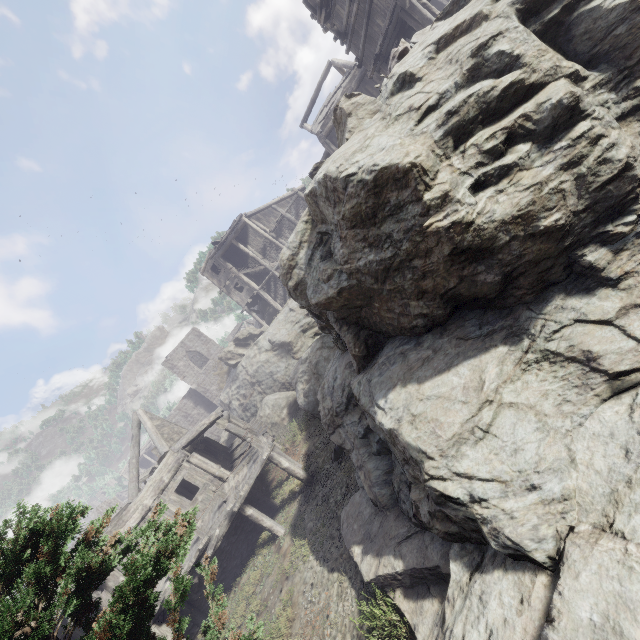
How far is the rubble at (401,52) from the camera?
6.3 meters

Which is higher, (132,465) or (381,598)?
(132,465)

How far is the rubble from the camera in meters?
6.3

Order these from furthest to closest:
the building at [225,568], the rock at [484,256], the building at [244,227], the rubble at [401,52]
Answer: the building at [244,227] → the building at [225,568] → the rubble at [401,52] → the rock at [484,256]

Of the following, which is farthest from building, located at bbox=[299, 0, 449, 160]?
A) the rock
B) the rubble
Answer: the rubble

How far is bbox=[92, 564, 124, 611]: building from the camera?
11.3m

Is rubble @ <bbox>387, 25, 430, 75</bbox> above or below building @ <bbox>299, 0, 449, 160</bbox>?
below
